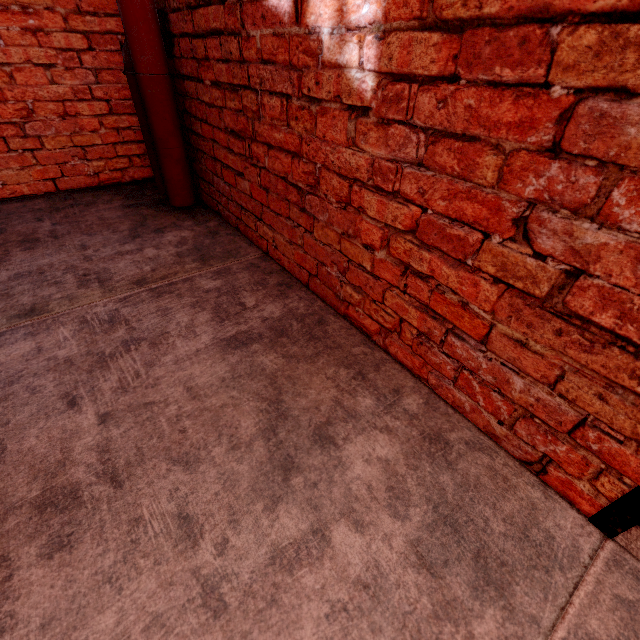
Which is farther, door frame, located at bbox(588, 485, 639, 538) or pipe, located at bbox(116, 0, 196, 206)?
pipe, located at bbox(116, 0, 196, 206)

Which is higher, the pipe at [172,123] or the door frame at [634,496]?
the pipe at [172,123]

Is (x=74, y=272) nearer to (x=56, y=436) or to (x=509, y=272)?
(x=56, y=436)

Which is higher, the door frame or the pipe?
the pipe

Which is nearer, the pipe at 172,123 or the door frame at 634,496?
the door frame at 634,496
